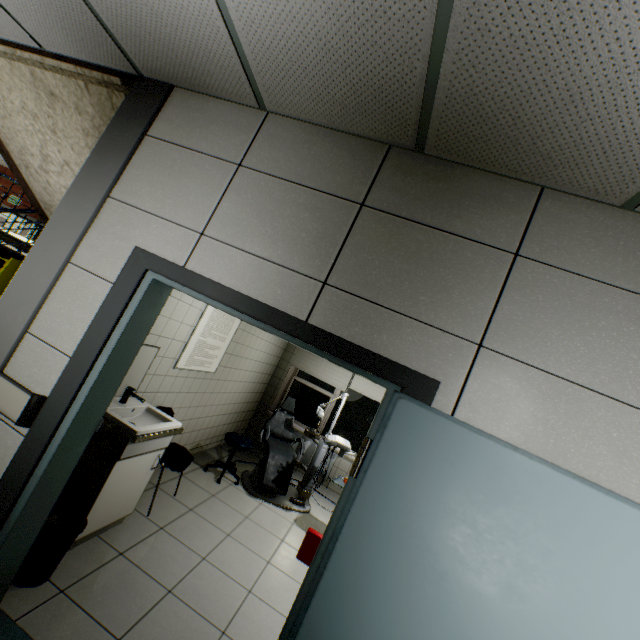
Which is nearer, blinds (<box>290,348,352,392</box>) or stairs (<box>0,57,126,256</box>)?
stairs (<box>0,57,126,256</box>)

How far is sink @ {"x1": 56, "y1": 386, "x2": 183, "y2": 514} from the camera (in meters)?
2.39

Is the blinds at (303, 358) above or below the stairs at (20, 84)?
below

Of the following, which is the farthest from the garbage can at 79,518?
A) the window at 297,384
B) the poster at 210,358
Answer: the window at 297,384

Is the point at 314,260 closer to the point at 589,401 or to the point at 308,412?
the point at 589,401

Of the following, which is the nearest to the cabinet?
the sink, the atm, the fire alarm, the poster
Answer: the sink

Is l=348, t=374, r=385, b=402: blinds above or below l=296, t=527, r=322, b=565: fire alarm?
above

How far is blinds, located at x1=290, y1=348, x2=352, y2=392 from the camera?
6.5 meters
